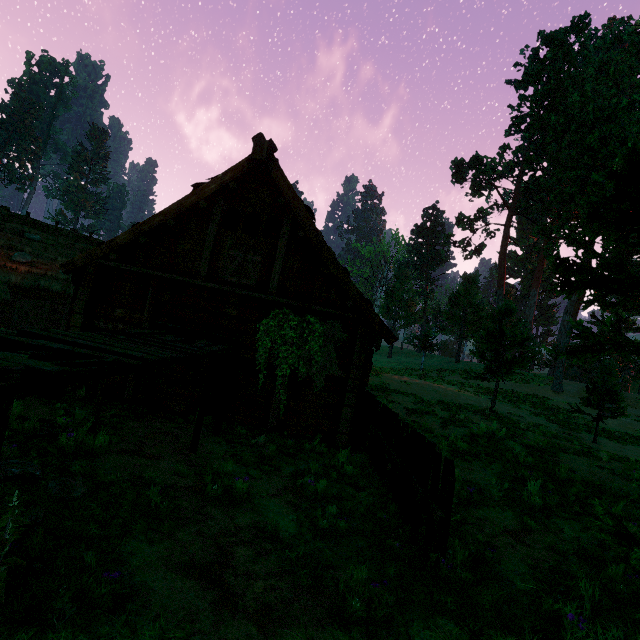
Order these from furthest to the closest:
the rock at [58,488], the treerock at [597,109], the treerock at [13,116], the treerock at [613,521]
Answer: the treerock at [13,116]
the treerock at [597,109]
the rock at [58,488]
the treerock at [613,521]

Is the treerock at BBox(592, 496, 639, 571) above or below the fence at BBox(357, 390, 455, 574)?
above

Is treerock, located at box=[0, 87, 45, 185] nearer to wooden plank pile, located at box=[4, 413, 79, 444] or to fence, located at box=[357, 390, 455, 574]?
fence, located at box=[357, 390, 455, 574]

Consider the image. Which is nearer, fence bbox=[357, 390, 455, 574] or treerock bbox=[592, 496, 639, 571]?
treerock bbox=[592, 496, 639, 571]

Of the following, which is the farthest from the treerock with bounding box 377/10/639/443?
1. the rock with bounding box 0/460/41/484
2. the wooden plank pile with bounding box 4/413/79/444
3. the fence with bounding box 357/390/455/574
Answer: the wooden plank pile with bounding box 4/413/79/444

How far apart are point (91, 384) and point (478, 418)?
14.81m

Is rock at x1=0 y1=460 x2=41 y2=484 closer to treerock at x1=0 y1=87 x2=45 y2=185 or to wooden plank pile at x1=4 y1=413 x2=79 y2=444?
wooden plank pile at x1=4 y1=413 x2=79 y2=444

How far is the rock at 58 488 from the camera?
3.5m
